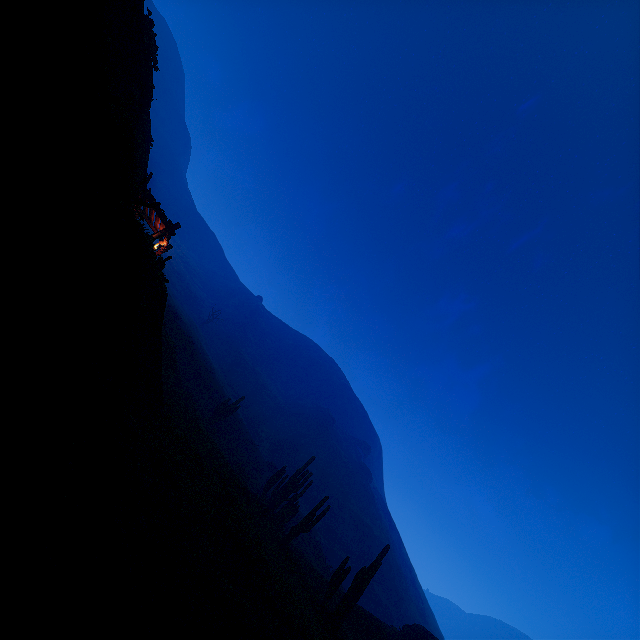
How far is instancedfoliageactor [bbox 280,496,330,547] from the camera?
18.0 meters

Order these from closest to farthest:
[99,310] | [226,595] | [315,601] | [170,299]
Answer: [99,310], [226,595], [315,601], [170,299]

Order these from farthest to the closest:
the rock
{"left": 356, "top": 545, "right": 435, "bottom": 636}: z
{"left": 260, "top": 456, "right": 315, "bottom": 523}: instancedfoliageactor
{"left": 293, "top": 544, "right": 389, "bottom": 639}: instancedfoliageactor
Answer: {"left": 356, "top": 545, "right": 435, "bottom": 636}: z, {"left": 260, "top": 456, "right": 315, "bottom": 523}: instancedfoliageactor, the rock, {"left": 293, "top": 544, "right": 389, "bottom": 639}: instancedfoliageactor

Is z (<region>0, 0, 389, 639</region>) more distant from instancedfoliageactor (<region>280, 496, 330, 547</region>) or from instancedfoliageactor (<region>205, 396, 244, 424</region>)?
instancedfoliageactor (<region>205, 396, 244, 424</region>)

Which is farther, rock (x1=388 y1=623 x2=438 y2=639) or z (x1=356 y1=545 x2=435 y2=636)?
z (x1=356 y1=545 x2=435 y2=636)

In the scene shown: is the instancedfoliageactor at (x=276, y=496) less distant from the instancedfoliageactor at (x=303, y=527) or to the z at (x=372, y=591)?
the instancedfoliageactor at (x=303, y=527)

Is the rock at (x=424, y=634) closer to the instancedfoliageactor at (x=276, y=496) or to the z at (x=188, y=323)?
the z at (x=188, y=323)

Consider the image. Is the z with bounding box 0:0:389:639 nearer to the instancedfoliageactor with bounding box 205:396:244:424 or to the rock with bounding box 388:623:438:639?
the instancedfoliageactor with bounding box 205:396:244:424
